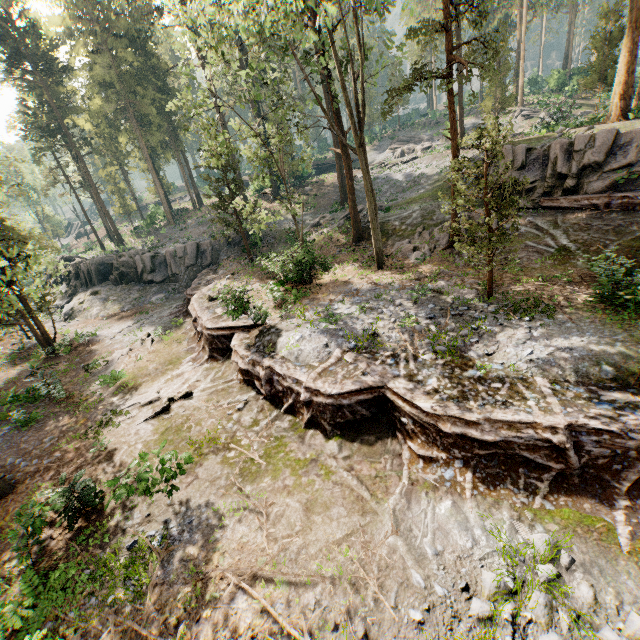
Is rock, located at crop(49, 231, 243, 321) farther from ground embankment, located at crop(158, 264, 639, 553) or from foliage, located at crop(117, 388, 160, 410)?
foliage, located at crop(117, 388, 160, 410)

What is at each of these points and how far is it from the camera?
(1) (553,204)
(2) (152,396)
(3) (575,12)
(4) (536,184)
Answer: (1) ground embankment, 18.33m
(2) foliage, 14.91m
(3) foliage, 47.69m
(4) rock, 19.23m

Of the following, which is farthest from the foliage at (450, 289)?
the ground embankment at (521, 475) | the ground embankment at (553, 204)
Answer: the ground embankment at (553, 204)

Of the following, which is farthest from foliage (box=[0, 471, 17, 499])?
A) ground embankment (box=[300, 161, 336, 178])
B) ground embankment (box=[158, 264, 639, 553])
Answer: ground embankment (box=[300, 161, 336, 178])

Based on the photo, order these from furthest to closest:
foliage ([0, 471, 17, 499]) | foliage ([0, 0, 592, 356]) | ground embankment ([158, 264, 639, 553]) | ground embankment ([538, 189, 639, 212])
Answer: ground embankment ([538, 189, 639, 212]), foliage ([0, 0, 592, 356]), foliage ([0, 471, 17, 499]), ground embankment ([158, 264, 639, 553])

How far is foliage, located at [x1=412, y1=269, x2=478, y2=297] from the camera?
14.1m

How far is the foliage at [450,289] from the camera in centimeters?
1405cm
